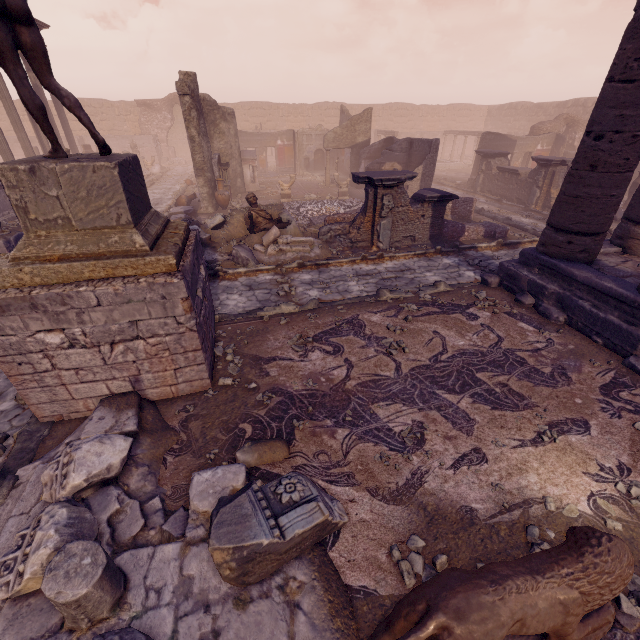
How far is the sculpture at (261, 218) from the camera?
10.10m

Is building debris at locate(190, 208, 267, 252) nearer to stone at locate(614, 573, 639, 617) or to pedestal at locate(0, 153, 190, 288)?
pedestal at locate(0, 153, 190, 288)

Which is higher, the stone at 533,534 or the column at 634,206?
the column at 634,206

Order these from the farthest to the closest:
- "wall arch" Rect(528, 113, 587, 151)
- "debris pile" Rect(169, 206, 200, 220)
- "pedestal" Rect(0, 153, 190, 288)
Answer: "wall arch" Rect(528, 113, 587, 151), "debris pile" Rect(169, 206, 200, 220), "pedestal" Rect(0, 153, 190, 288)

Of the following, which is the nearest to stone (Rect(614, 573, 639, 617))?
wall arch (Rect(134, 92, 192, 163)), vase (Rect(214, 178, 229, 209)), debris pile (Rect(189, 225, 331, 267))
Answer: debris pile (Rect(189, 225, 331, 267))

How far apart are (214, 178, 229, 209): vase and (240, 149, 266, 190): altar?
3.65m

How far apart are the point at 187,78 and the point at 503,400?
15.5m

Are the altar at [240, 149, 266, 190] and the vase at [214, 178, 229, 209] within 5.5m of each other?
yes
